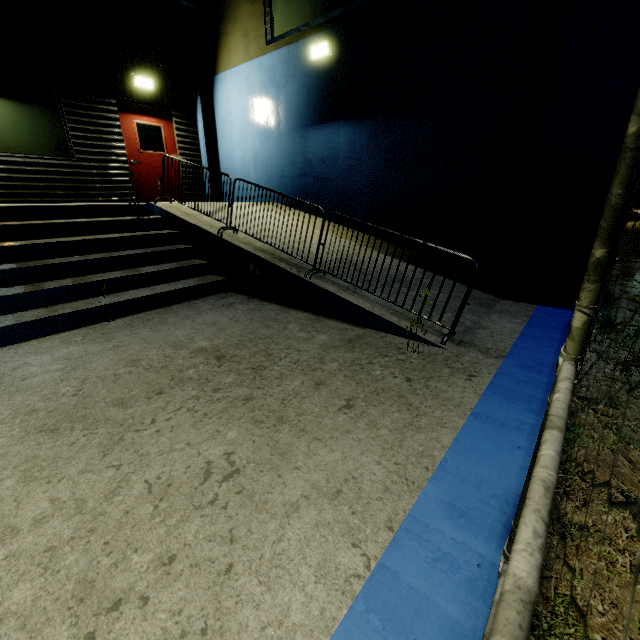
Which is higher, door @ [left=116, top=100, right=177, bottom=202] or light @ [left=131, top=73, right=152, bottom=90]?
light @ [left=131, top=73, right=152, bottom=90]

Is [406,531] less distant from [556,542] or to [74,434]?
[556,542]

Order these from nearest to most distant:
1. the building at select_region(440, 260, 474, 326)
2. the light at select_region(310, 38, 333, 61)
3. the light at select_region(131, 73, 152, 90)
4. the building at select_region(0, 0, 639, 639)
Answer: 1. the building at select_region(0, 0, 639, 639)
2. the building at select_region(440, 260, 474, 326)
3. the light at select_region(310, 38, 333, 61)
4. the light at select_region(131, 73, 152, 90)

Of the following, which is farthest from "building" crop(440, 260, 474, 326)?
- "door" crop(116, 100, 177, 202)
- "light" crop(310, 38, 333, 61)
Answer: "light" crop(310, 38, 333, 61)

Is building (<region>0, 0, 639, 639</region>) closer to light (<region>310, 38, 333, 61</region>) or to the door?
the door

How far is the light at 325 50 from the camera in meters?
6.6

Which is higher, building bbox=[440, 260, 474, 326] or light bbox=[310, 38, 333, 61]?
light bbox=[310, 38, 333, 61]

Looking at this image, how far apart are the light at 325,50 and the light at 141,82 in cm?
467
